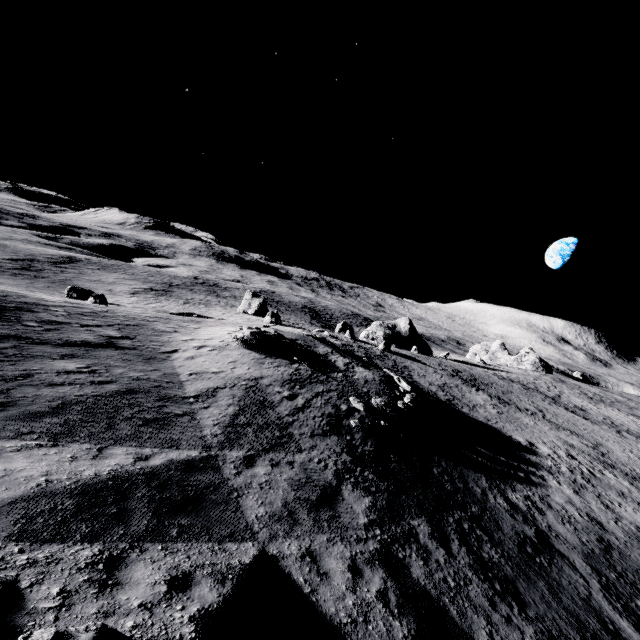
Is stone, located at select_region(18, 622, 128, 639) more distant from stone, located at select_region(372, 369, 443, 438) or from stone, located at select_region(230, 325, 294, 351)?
stone, located at select_region(230, 325, 294, 351)

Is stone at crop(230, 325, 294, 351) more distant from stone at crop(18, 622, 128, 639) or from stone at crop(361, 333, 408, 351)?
stone at crop(361, 333, 408, 351)

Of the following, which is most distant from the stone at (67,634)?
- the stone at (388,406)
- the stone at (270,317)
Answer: the stone at (270,317)

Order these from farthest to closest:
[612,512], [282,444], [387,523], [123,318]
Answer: [123,318], [612,512], [282,444], [387,523]

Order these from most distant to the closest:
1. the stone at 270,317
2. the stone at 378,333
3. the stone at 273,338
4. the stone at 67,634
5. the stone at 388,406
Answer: the stone at 270,317
the stone at 378,333
the stone at 273,338
the stone at 388,406
the stone at 67,634

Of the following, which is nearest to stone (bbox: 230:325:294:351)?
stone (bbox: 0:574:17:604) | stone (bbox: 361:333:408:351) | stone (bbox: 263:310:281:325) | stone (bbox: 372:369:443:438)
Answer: stone (bbox: 372:369:443:438)

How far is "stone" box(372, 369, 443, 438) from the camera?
17.8m

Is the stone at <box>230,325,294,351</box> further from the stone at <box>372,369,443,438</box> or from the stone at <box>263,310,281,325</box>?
the stone at <box>263,310,281,325</box>
